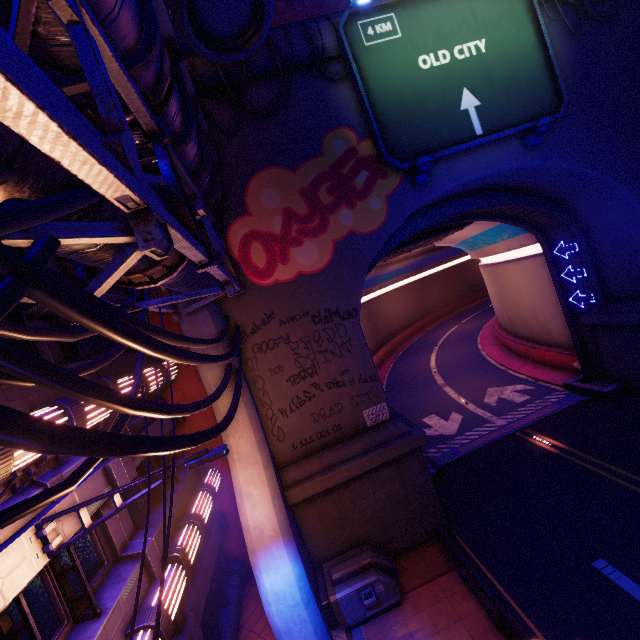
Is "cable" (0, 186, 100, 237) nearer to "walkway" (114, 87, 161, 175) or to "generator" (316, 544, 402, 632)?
"walkway" (114, 87, 161, 175)

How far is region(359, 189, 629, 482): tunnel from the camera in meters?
16.2 m

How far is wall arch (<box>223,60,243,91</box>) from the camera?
10.74m

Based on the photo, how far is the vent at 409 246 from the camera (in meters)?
17.86

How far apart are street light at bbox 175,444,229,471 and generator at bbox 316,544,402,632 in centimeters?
701cm

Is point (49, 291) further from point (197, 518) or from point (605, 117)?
point (605, 117)

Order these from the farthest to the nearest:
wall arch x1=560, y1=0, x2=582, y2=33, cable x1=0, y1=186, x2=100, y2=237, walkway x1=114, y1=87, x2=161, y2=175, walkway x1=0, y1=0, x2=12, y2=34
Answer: wall arch x1=560, y1=0, x2=582, y2=33
walkway x1=114, y1=87, x2=161, y2=175
walkway x1=0, y1=0, x2=12, y2=34
cable x1=0, y1=186, x2=100, y2=237

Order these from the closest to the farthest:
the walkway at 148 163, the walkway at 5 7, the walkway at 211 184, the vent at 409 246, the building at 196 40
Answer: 1. the walkway at 5 7
2. the walkway at 211 184
3. the walkway at 148 163
4. the building at 196 40
5. the vent at 409 246
